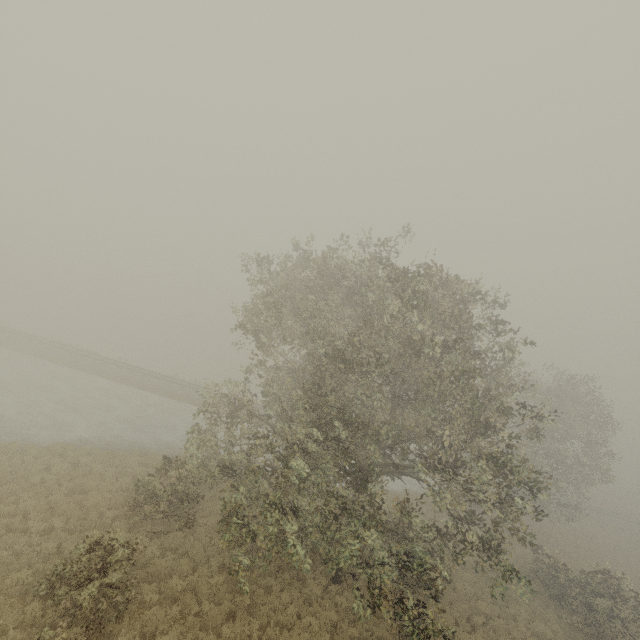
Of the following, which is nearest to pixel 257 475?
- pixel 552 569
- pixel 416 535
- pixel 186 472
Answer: pixel 186 472
